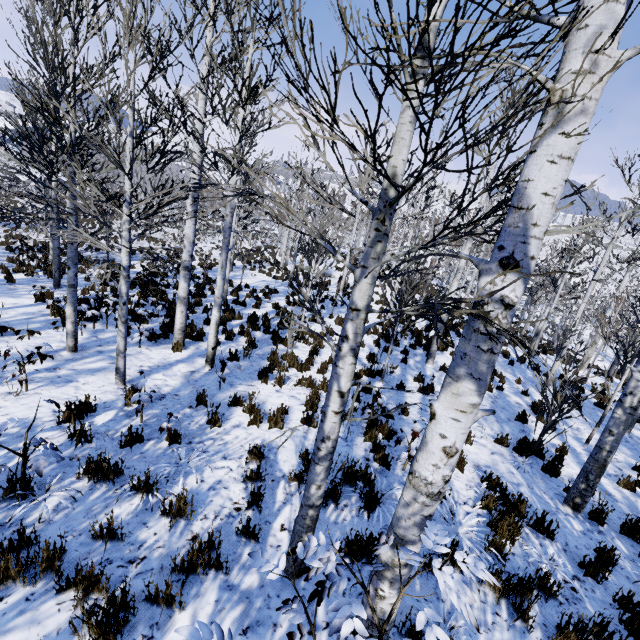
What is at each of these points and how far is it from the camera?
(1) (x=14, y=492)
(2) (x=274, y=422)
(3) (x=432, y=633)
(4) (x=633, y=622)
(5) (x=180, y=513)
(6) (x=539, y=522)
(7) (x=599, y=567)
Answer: (1) instancedfoliageactor, 3.4m
(2) instancedfoliageactor, 5.8m
(3) instancedfoliageactor, 1.6m
(4) instancedfoliageactor, 3.5m
(5) instancedfoliageactor, 3.6m
(6) instancedfoliageactor, 4.7m
(7) instancedfoliageactor, 4.1m

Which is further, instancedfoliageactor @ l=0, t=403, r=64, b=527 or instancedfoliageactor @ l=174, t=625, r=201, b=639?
instancedfoliageactor @ l=0, t=403, r=64, b=527

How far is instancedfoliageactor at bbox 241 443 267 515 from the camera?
3.91m

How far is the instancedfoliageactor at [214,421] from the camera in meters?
5.4 m

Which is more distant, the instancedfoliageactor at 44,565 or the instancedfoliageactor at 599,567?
the instancedfoliageactor at 599,567
